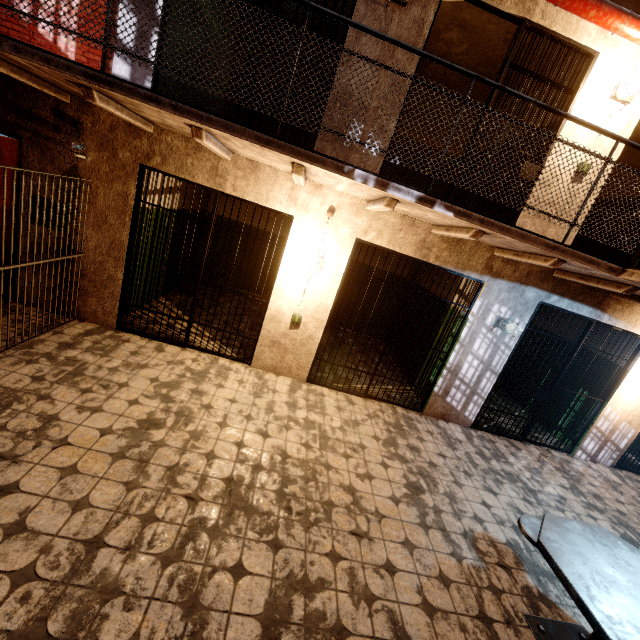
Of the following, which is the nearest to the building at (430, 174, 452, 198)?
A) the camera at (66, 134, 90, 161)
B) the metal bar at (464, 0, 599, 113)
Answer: the metal bar at (464, 0, 599, 113)

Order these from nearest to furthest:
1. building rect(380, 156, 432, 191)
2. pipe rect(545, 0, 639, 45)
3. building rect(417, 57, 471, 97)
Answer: pipe rect(545, 0, 639, 45), building rect(417, 57, 471, 97), building rect(380, 156, 432, 191)

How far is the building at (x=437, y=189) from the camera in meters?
7.6 m

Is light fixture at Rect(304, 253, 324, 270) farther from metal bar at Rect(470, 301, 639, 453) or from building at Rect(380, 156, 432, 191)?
metal bar at Rect(470, 301, 639, 453)

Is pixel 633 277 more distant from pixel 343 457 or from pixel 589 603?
pixel 343 457

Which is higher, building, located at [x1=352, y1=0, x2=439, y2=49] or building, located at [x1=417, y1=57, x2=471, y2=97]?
building, located at [x1=417, y1=57, x2=471, y2=97]

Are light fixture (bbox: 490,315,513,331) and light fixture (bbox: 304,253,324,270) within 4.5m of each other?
yes

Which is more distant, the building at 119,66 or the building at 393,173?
the building at 393,173
